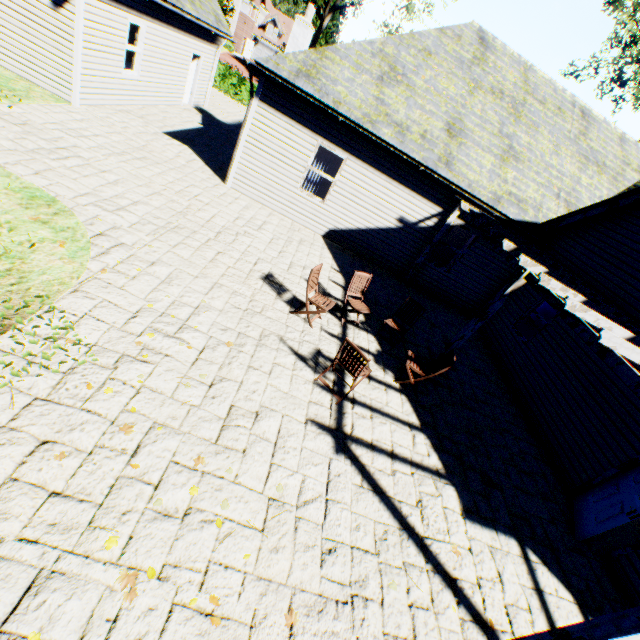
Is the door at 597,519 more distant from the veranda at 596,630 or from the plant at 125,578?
the plant at 125,578

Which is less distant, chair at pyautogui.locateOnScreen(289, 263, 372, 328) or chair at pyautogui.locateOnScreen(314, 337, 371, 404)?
chair at pyautogui.locateOnScreen(314, 337, 371, 404)

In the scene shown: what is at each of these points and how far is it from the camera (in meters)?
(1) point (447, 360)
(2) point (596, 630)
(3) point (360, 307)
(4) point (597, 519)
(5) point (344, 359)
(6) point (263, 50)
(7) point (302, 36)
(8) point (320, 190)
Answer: (1) chair, 6.38
(2) veranda, 3.06
(3) chair, 7.30
(4) door, 5.66
(5) chair, 5.25
(6) garage door, 53.16
(7) chimney, 11.77
(8) curtain, 10.59

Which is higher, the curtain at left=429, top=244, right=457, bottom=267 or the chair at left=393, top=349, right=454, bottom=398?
the curtain at left=429, top=244, right=457, bottom=267

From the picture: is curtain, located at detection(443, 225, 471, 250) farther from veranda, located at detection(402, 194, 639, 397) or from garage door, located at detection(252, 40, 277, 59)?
garage door, located at detection(252, 40, 277, 59)

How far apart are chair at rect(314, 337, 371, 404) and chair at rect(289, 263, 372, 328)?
1.05m

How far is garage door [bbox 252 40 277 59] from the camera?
52.8 meters

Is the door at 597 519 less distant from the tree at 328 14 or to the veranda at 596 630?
the veranda at 596 630
